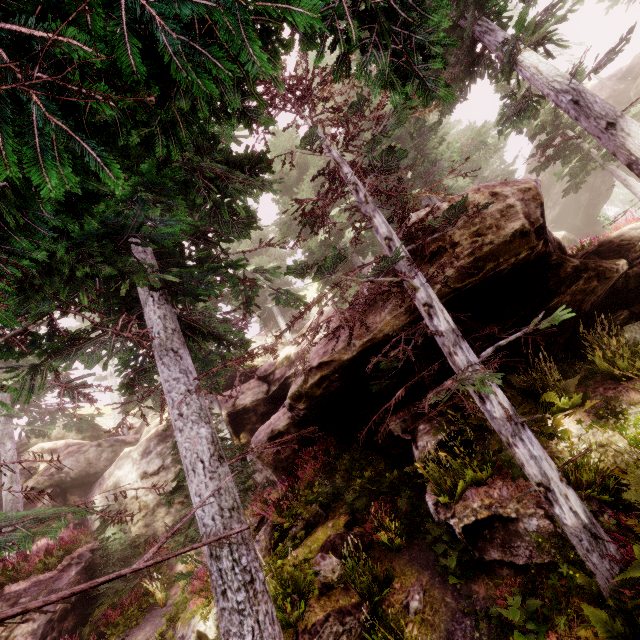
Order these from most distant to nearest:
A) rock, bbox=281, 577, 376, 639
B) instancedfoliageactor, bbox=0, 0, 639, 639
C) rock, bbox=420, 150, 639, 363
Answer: rock, bbox=420, 150, 639, 363, rock, bbox=281, 577, 376, 639, instancedfoliageactor, bbox=0, 0, 639, 639

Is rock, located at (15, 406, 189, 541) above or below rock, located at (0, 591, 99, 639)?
above

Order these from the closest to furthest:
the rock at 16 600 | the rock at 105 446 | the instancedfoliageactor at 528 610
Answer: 1. the instancedfoliageactor at 528 610
2. the rock at 16 600
3. the rock at 105 446

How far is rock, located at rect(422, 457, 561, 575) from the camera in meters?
5.7 m

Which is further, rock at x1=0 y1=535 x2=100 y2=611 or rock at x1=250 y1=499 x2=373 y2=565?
rock at x1=0 y1=535 x2=100 y2=611

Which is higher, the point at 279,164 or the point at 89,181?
the point at 279,164

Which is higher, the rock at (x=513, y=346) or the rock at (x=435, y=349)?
the rock at (x=435, y=349)
